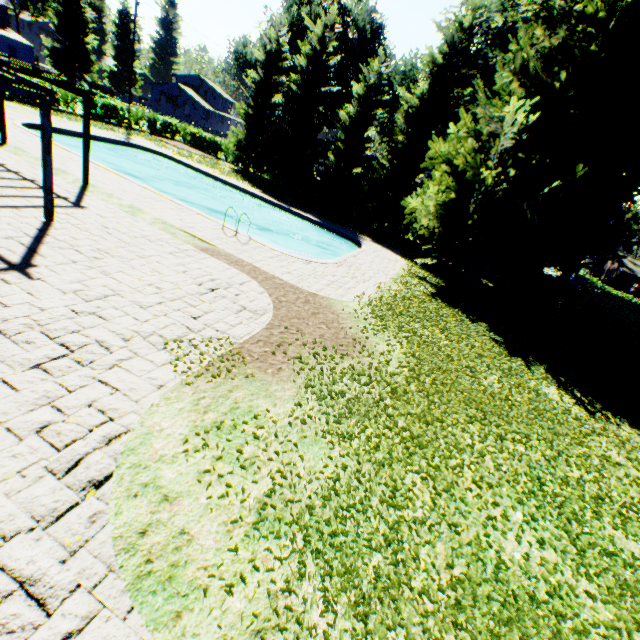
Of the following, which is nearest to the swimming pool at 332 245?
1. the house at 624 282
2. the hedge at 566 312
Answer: the hedge at 566 312

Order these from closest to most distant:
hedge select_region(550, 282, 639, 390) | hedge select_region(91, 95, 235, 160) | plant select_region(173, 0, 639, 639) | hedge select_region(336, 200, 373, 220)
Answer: plant select_region(173, 0, 639, 639) < hedge select_region(550, 282, 639, 390) < hedge select_region(91, 95, 235, 160) < hedge select_region(336, 200, 373, 220)

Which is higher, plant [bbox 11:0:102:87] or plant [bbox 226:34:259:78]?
plant [bbox 226:34:259:78]

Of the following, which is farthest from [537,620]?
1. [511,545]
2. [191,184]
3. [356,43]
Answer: [356,43]

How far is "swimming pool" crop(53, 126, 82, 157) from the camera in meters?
16.1

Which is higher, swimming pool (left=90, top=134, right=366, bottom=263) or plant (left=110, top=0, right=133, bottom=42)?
plant (left=110, top=0, right=133, bottom=42)

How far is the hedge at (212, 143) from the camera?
28.7m

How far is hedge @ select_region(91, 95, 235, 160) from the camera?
28.7 meters
